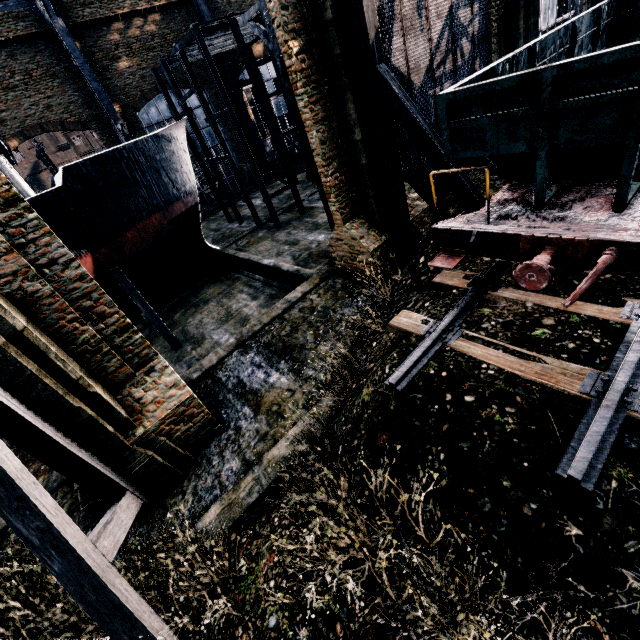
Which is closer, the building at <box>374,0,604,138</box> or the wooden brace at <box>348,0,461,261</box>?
Answer: the wooden brace at <box>348,0,461,261</box>

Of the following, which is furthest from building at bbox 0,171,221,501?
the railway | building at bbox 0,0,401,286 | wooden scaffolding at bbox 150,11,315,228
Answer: wooden scaffolding at bbox 150,11,315,228

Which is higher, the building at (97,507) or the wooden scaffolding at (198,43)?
the wooden scaffolding at (198,43)

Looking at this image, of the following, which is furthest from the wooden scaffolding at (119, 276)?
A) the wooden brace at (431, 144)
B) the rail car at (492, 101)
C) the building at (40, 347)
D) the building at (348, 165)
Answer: the building at (40, 347)

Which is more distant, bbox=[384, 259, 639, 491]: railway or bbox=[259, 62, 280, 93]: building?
bbox=[259, 62, 280, 93]: building

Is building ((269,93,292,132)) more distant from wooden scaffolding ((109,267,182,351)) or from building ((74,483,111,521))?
building ((74,483,111,521))

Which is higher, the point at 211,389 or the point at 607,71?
the point at 607,71

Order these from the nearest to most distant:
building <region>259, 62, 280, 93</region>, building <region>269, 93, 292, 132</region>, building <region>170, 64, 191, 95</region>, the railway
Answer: the railway < building <region>170, 64, 191, 95</region> < building <region>259, 62, 280, 93</region> < building <region>269, 93, 292, 132</region>
